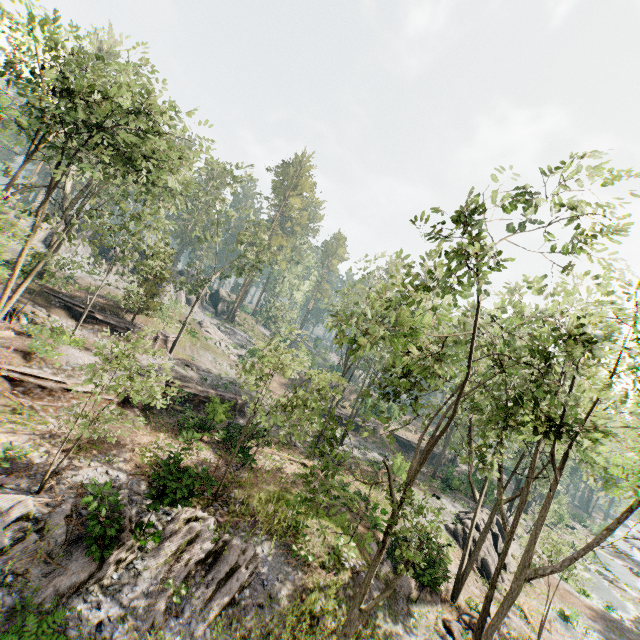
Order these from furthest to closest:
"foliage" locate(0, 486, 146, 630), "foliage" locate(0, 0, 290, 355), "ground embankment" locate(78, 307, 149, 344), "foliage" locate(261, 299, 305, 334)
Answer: "ground embankment" locate(78, 307, 149, 344) < "foliage" locate(261, 299, 305, 334) < "foliage" locate(0, 0, 290, 355) < "foliage" locate(0, 486, 146, 630)

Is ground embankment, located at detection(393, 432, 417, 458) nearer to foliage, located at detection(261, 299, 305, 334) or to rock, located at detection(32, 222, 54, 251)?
foliage, located at detection(261, 299, 305, 334)

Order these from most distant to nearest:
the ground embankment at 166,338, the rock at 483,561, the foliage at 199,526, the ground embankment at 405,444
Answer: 1. the ground embankment at 405,444
2. the ground embankment at 166,338
3. the rock at 483,561
4. the foliage at 199,526

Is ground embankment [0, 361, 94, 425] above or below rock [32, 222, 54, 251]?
below

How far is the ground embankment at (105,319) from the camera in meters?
28.3

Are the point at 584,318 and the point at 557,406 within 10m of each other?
yes

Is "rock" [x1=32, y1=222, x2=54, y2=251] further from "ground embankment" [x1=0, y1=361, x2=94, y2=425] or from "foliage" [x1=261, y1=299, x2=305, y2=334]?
"ground embankment" [x1=0, y1=361, x2=94, y2=425]

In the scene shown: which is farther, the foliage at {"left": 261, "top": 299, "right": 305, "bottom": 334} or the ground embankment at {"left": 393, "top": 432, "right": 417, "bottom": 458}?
the ground embankment at {"left": 393, "top": 432, "right": 417, "bottom": 458}
